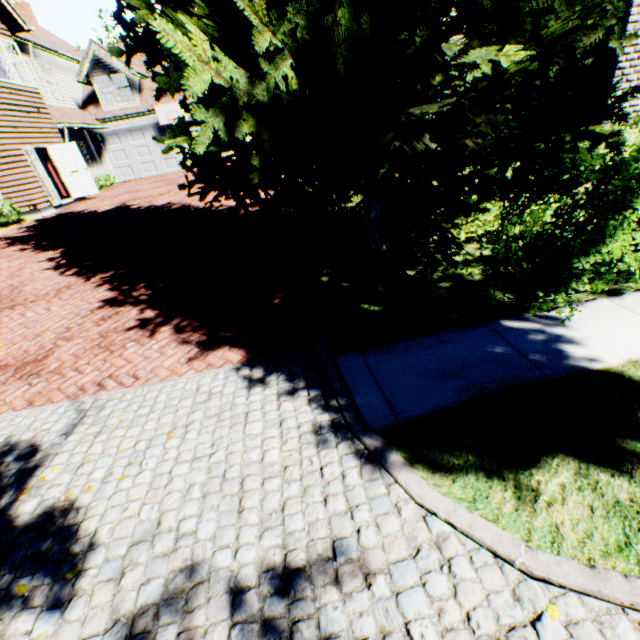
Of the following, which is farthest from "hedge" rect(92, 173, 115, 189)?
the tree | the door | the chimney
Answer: the tree

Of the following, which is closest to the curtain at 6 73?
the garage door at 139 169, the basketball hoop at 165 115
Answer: the garage door at 139 169

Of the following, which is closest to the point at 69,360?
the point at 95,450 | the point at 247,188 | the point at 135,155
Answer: the point at 95,450

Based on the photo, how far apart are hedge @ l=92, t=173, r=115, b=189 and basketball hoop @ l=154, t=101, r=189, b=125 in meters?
4.4

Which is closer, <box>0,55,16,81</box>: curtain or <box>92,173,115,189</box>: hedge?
<box>0,55,16,81</box>: curtain

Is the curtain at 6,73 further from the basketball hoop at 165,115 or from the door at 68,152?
the basketball hoop at 165,115

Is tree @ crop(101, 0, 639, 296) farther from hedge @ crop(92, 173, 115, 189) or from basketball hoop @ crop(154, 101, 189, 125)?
basketball hoop @ crop(154, 101, 189, 125)

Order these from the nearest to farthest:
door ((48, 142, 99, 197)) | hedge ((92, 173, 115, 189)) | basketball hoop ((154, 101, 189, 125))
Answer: door ((48, 142, 99, 197)), hedge ((92, 173, 115, 189)), basketball hoop ((154, 101, 189, 125))
